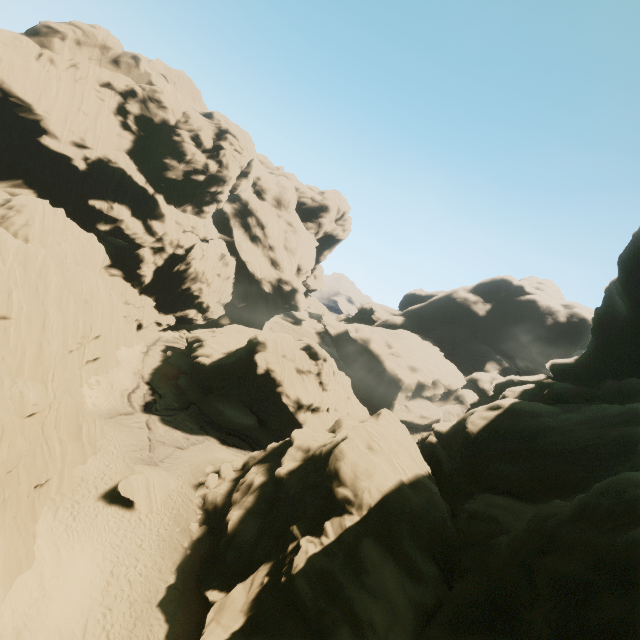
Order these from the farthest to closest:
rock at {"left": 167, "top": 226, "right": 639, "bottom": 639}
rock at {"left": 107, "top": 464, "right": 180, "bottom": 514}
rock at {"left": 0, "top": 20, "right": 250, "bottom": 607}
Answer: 1. rock at {"left": 107, "top": 464, "right": 180, "bottom": 514}
2. rock at {"left": 0, "top": 20, "right": 250, "bottom": 607}
3. rock at {"left": 167, "top": 226, "right": 639, "bottom": 639}

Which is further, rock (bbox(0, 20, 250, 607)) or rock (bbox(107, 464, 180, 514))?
rock (bbox(107, 464, 180, 514))

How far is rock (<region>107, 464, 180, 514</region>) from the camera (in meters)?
23.49

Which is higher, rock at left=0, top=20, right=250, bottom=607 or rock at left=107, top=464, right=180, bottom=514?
rock at left=0, top=20, right=250, bottom=607

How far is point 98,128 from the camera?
46.81m

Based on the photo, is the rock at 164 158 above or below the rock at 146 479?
above
